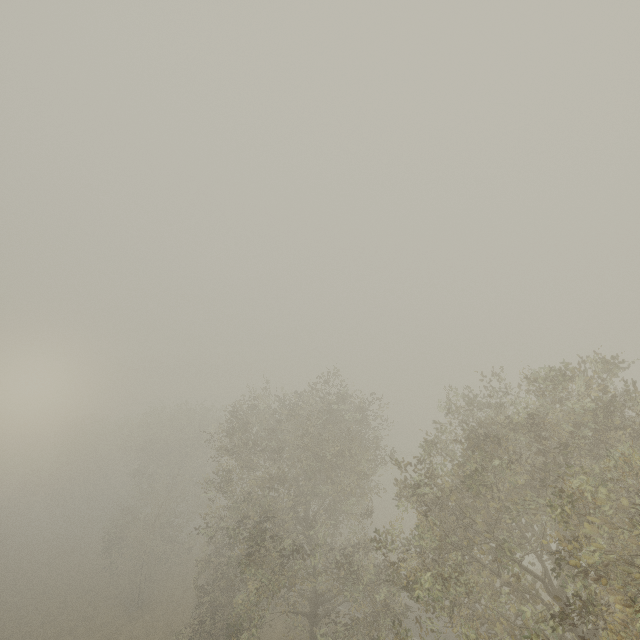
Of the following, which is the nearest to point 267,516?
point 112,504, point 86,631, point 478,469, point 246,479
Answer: point 246,479
